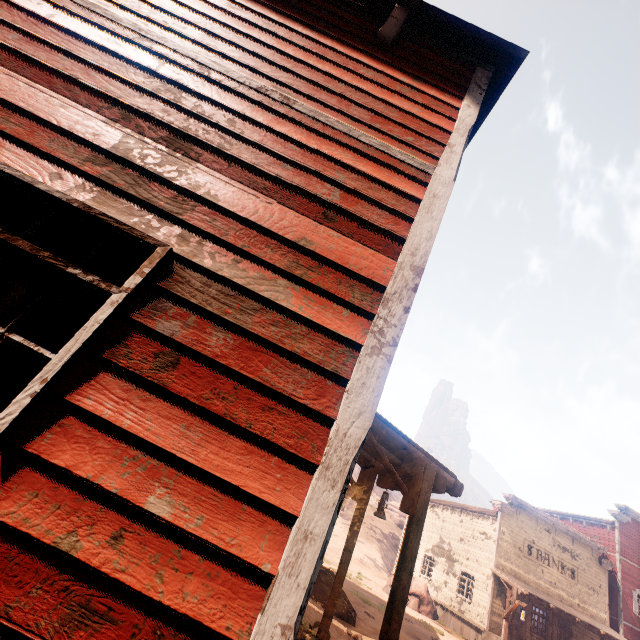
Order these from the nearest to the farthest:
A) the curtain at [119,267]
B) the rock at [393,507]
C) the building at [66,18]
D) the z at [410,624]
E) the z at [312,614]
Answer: the building at [66,18], the curtain at [119,267], the z at [312,614], the z at [410,624], the rock at [393,507]

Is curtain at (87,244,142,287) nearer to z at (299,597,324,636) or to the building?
the building

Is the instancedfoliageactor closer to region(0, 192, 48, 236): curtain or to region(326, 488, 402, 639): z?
region(326, 488, 402, 639): z

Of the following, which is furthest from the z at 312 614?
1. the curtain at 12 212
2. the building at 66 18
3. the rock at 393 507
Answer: the rock at 393 507

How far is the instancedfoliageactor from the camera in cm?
2084

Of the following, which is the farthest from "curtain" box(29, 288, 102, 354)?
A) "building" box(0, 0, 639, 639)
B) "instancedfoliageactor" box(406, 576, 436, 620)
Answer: "instancedfoliageactor" box(406, 576, 436, 620)

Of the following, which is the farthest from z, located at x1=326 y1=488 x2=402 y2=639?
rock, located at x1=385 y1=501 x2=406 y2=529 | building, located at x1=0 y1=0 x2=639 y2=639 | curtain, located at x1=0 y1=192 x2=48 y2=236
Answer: rock, located at x1=385 y1=501 x2=406 y2=529

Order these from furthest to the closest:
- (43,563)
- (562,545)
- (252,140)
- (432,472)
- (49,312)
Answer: (562,545) → (49,312) → (432,472) → (252,140) → (43,563)
